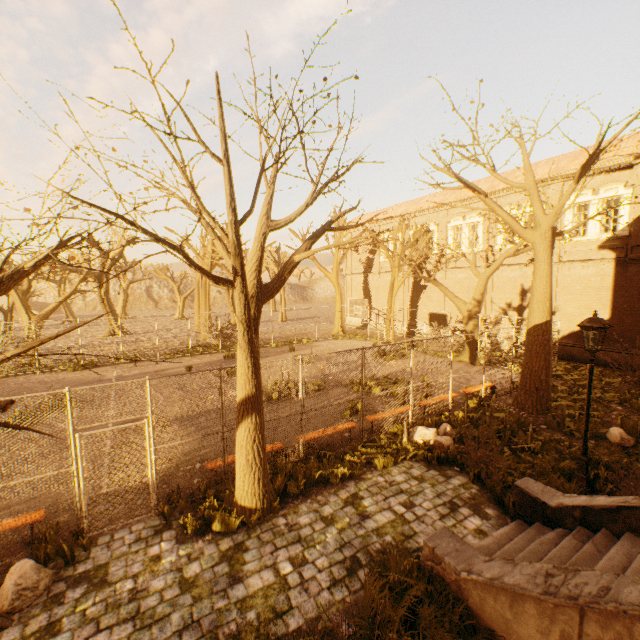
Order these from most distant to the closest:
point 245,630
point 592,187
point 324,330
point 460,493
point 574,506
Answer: point 324,330 < point 592,187 < point 460,493 < point 574,506 < point 245,630

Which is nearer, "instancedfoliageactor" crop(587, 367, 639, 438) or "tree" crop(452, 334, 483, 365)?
"instancedfoliageactor" crop(587, 367, 639, 438)

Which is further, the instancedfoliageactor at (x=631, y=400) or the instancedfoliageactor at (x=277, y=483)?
the instancedfoliageactor at (x=631, y=400)

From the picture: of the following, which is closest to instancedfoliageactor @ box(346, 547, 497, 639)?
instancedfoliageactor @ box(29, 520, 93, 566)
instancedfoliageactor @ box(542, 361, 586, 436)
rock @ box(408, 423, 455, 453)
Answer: instancedfoliageactor @ box(29, 520, 93, 566)

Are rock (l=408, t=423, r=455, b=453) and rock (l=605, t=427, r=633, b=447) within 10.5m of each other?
yes

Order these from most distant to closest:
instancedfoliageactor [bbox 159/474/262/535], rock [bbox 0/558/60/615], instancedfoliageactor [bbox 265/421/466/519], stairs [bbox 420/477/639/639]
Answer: instancedfoliageactor [bbox 265/421/466/519], instancedfoliageactor [bbox 159/474/262/535], rock [bbox 0/558/60/615], stairs [bbox 420/477/639/639]

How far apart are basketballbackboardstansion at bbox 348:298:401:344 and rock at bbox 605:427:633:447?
11.0 meters

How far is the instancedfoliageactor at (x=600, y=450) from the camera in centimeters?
701cm
